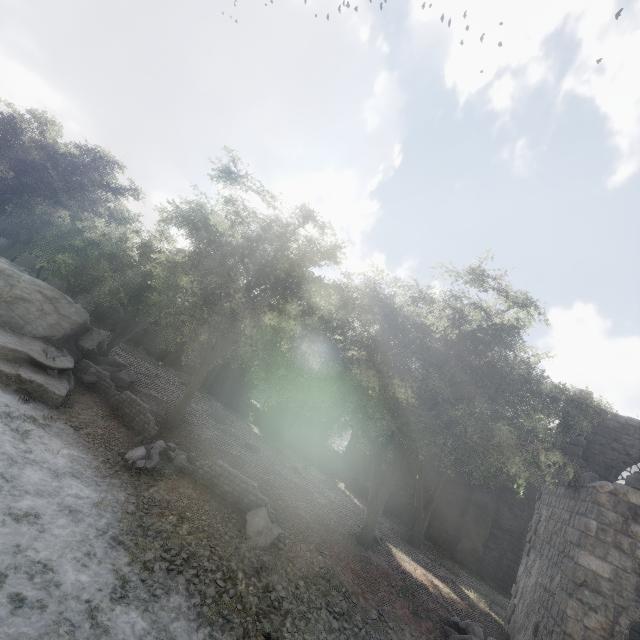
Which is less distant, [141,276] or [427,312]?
[427,312]

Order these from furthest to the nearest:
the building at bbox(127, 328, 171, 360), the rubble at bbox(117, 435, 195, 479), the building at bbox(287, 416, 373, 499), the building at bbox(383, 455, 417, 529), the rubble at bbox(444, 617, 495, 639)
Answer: the building at bbox(127, 328, 171, 360) → the building at bbox(287, 416, 373, 499) → the building at bbox(383, 455, 417, 529) → the rubble at bbox(117, 435, 195, 479) → the rubble at bbox(444, 617, 495, 639)

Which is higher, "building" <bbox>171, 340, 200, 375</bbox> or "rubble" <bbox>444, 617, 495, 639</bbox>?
"building" <bbox>171, 340, 200, 375</bbox>

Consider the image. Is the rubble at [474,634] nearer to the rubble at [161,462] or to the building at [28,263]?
the building at [28,263]

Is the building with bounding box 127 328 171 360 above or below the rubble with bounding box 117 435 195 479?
above

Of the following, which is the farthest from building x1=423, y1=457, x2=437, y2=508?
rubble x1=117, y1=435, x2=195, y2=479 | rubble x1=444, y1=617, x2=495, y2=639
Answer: rubble x1=117, y1=435, x2=195, y2=479

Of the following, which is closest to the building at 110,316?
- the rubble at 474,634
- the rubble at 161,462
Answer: the rubble at 474,634

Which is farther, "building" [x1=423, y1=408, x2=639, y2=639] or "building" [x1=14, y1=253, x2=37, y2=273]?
"building" [x1=14, y1=253, x2=37, y2=273]
